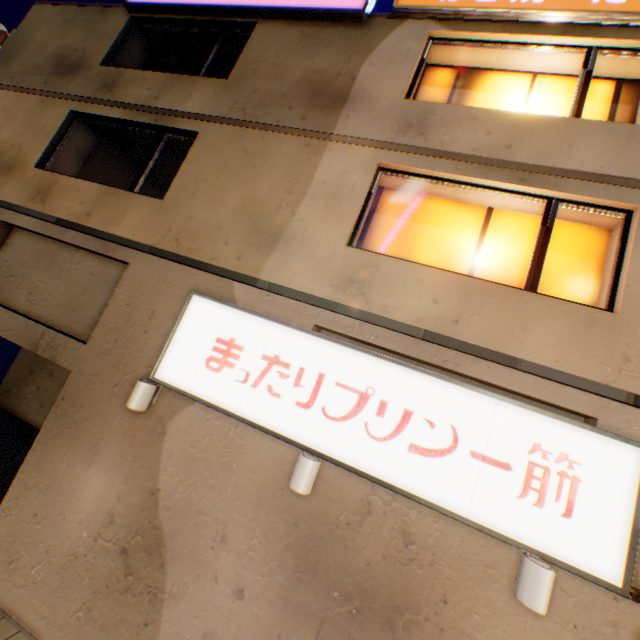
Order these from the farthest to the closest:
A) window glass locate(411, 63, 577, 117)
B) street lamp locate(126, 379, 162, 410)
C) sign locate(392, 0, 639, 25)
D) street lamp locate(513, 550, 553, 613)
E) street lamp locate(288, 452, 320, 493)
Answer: window glass locate(411, 63, 577, 117), sign locate(392, 0, 639, 25), street lamp locate(126, 379, 162, 410), street lamp locate(288, 452, 320, 493), street lamp locate(513, 550, 553, 613)

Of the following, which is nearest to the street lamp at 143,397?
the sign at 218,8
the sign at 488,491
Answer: the sign at 488,491

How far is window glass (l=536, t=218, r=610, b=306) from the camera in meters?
4.8

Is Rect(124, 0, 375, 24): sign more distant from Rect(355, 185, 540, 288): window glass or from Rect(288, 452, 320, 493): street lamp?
Rect(288, 452, 320, 493): street lamp

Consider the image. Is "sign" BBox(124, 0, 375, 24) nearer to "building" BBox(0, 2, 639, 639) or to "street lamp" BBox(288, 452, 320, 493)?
"building" BBox(0, 2, 639, 639)

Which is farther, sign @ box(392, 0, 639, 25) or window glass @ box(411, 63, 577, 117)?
window glass @ box(411, 63, 577, 117)

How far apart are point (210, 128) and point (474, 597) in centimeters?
853cm

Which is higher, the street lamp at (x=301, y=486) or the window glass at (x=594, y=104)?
the window glass at (x=594, y=104)
